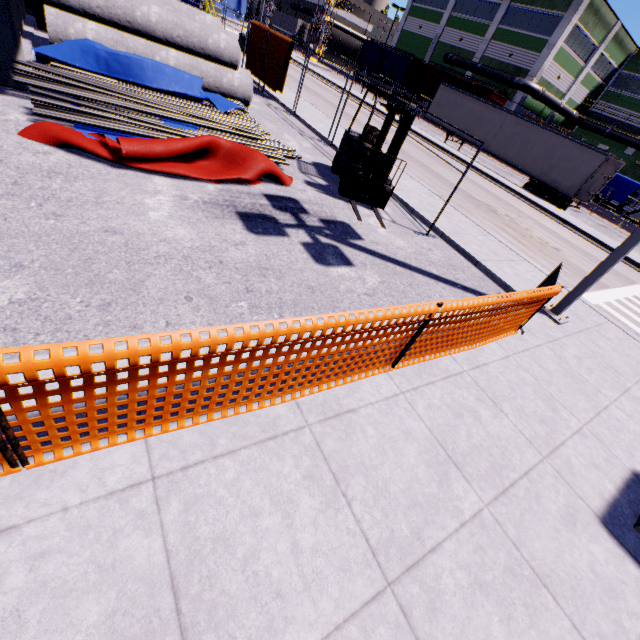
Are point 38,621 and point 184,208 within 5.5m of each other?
yes

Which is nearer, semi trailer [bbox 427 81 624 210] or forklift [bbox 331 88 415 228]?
forklift [bbox 331 88 415 228]

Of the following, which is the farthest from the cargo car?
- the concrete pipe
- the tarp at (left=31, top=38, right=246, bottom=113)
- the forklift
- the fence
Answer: the tarp at (left=31, top=38, right=246, bottom=113)

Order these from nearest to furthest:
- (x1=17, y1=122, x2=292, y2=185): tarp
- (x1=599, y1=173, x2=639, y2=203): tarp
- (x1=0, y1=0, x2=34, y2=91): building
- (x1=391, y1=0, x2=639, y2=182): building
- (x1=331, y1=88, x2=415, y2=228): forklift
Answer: (x1=17, y1=122, x2=292, y2=185): tarp
(x1=0, y1=0, x2=34, y2=91): building
(x1=331, y1=88, x2=415, y2=228): forklift
(x1=599, y1=173, x2=639, y2=203): tarp
(x1=391, y1=0, x2=639, y2=182): building

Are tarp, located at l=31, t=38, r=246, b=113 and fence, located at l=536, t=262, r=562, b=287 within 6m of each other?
no

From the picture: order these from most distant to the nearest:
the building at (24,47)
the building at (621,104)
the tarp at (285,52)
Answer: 1. the building at (621,104)
2. the tarp at (285,52)
3. the building at (24,47)

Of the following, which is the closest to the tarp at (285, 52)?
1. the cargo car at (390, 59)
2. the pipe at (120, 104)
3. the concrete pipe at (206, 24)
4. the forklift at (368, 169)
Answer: the concrete pipe at (206, 24)

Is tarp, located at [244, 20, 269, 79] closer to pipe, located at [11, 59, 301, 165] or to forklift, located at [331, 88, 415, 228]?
pipe, located at [11, 59, 301, 165]
